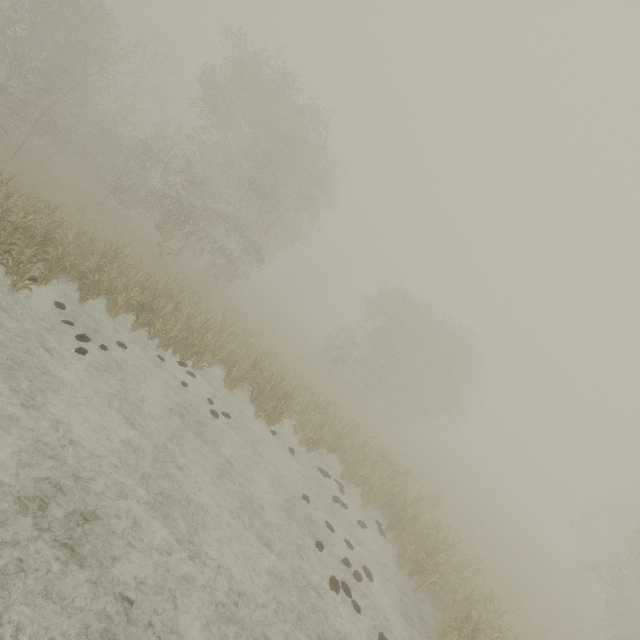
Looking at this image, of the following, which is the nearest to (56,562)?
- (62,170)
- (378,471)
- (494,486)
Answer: (378,471)
